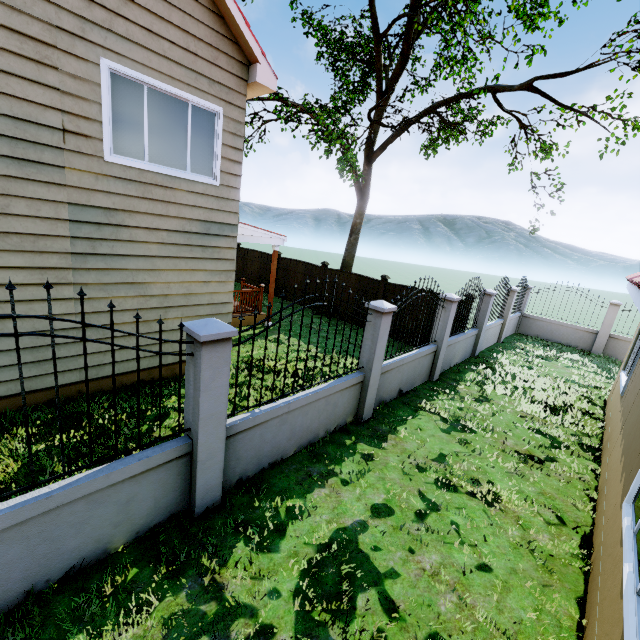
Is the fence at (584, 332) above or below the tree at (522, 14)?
below

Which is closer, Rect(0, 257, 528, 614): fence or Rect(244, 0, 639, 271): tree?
Rect(0, 257, 528, 614): fence

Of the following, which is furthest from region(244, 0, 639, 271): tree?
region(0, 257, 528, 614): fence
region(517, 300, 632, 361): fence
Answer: region(517, 300, 632, 361): fence

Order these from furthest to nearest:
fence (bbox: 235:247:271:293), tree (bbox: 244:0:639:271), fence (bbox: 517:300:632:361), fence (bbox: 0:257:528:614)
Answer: fence (bbox: 235:247:271:293)
fence (bbox: 517:300:632:361)
tree (bbox: 244:0:639:271)
fence (bbox: 0:257:528:614)

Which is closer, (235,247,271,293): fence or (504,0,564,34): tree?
(504,0,564,34): tree

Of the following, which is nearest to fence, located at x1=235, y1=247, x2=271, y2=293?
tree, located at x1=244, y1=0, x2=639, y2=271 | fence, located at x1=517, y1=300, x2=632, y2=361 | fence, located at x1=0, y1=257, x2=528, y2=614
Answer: fence, located at x1=0, y1=257, x2=528, y2=614

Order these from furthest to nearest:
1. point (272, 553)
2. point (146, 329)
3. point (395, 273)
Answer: point (395, 273) < point (146, 329) < point (272, 553)

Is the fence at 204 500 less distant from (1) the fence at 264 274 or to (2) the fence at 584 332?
(1) the fence at 264 274
